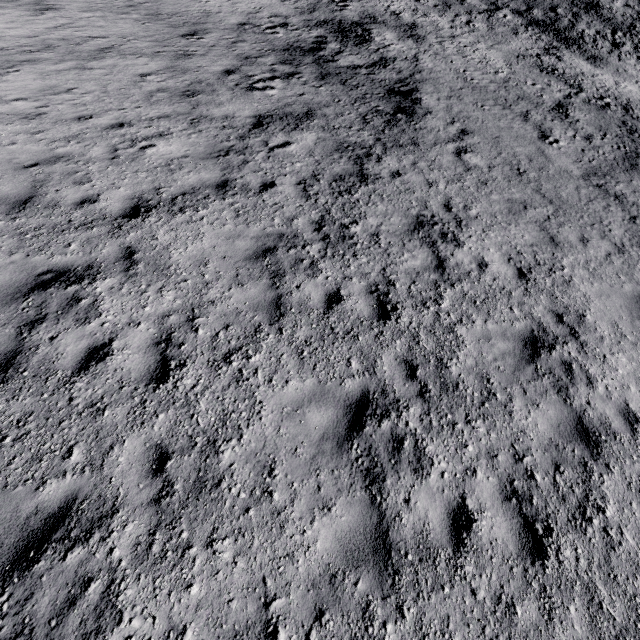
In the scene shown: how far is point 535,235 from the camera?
9.1m
